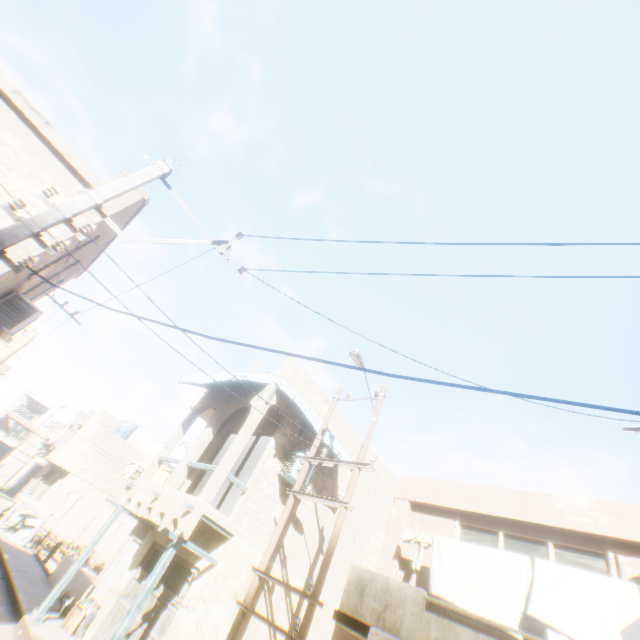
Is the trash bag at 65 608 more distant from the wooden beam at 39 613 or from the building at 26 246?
the wooden beam at 39 613

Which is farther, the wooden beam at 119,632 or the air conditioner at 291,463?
the air conditioner at 291,463

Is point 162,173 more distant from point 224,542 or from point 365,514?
point 365,514

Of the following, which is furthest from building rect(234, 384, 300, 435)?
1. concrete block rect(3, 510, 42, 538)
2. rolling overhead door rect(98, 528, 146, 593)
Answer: concrete block rect(3, 510, 42, 538)

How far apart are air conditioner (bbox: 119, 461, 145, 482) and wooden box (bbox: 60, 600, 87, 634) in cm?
457

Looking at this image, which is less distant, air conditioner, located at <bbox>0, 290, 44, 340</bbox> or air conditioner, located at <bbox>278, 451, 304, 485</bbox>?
air conditioner, located at <bbox>0, 290, 44, 340</bbox>

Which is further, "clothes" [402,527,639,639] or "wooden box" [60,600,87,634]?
"wooden box" [60,600,87,634]
